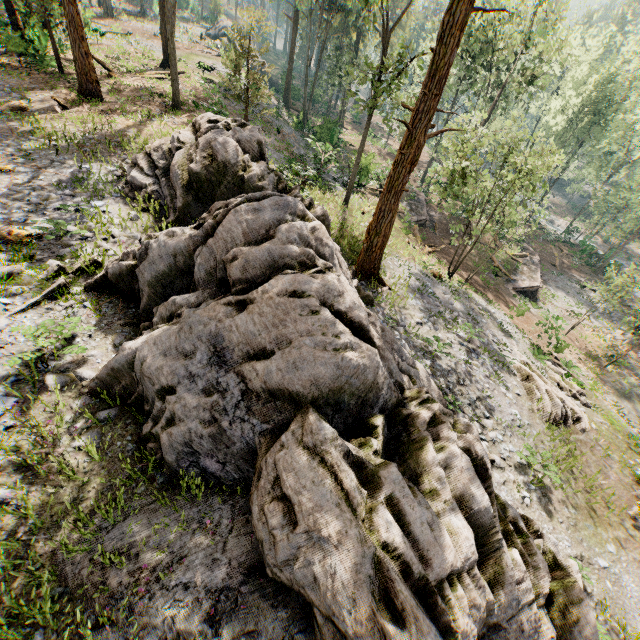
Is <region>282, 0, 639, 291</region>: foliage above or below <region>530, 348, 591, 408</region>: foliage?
above

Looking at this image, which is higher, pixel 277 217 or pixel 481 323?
pixel 277 217

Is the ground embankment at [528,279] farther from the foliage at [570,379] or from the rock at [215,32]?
the rock at [215,32]

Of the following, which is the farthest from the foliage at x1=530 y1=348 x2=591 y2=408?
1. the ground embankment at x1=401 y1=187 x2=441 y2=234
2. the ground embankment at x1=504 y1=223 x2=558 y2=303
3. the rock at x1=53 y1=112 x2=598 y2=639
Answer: the ground embankment at x1=401 y1=187 x2=441 y2=234

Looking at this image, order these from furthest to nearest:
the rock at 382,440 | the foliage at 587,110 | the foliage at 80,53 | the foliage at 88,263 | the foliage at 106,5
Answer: the foliage at 106,5 < the foliage at 80,53 < the foliage at 587,110 < the foliage at 88,263 < the rock at 382,440

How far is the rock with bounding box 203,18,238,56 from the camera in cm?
4399

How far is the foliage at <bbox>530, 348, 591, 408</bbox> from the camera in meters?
17.2
